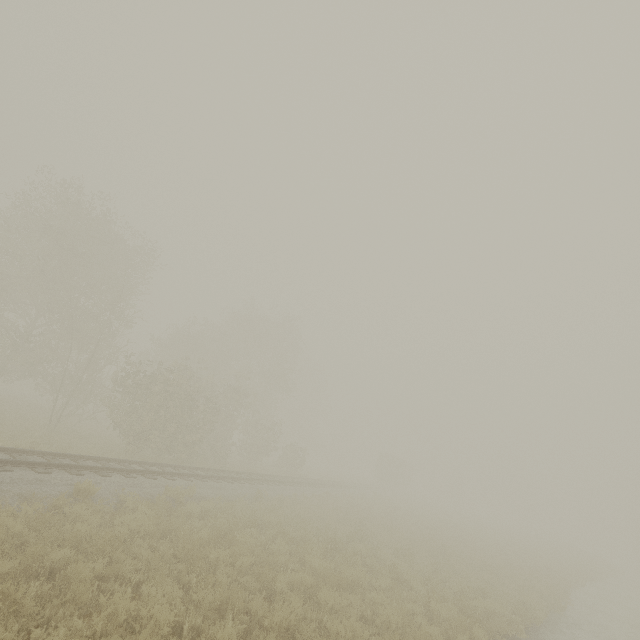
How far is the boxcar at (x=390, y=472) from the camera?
48.62m

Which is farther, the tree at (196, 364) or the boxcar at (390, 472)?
the boxcar at (390, 472)

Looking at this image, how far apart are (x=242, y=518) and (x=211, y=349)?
27.14m

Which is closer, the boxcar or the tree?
the tree

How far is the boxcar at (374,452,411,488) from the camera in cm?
4862
